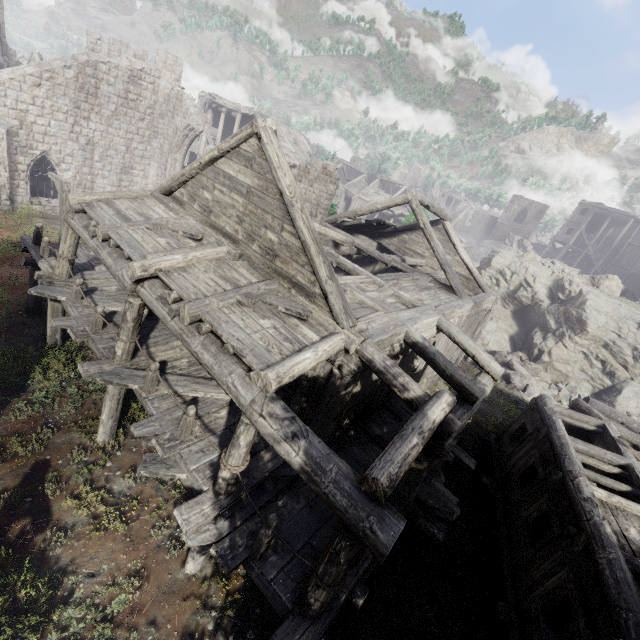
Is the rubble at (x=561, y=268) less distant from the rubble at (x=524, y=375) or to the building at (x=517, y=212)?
the building at (x=517, y=212)

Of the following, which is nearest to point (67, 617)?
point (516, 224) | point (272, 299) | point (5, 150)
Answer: point (272, 299)

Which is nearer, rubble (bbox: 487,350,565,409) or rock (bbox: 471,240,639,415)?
rubble (bbox: 487,350,565,409)

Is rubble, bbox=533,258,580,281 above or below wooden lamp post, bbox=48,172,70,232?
above

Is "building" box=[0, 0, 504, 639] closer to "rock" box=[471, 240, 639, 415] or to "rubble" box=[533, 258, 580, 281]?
"rock" box=[471, 240, 639, 415]

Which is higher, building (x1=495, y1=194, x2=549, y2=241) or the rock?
building (x1=495, y1=194, x2=549, y2=241)

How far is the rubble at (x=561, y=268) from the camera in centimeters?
2508cm

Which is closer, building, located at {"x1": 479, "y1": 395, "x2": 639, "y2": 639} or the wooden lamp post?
building, located at {"x1": 479, "y1": 395, "x2": 639, "y2": 639}
